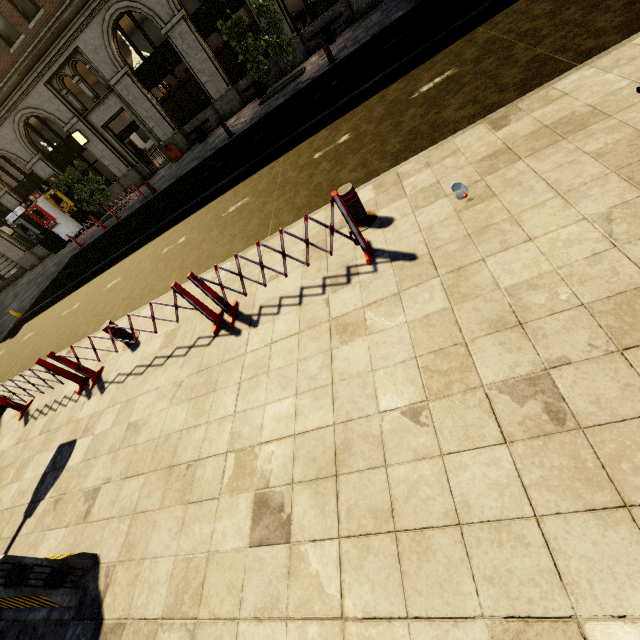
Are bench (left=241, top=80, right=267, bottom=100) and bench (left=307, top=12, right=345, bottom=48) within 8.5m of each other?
yes

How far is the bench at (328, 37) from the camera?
14.31m

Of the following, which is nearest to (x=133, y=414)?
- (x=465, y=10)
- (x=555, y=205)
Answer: (x=555, y=205)

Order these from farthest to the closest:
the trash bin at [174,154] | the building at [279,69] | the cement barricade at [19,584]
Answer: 1. the trash bin at [174,154]
2. the building at [279,69]
3. the cement barricade at [19,584]

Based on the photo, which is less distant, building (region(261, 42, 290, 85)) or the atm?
building (region(261, 42, 290, 85))

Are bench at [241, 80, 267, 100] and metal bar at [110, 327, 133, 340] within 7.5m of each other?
no

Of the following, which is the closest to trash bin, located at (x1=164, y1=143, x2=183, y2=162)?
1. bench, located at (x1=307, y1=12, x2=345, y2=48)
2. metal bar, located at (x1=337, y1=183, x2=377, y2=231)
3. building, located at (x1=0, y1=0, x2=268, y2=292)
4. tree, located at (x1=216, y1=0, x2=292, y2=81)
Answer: building, located at (x1=0, y1=0, x2=268, y2=292)

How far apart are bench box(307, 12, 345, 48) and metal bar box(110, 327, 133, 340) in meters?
15.5 m
